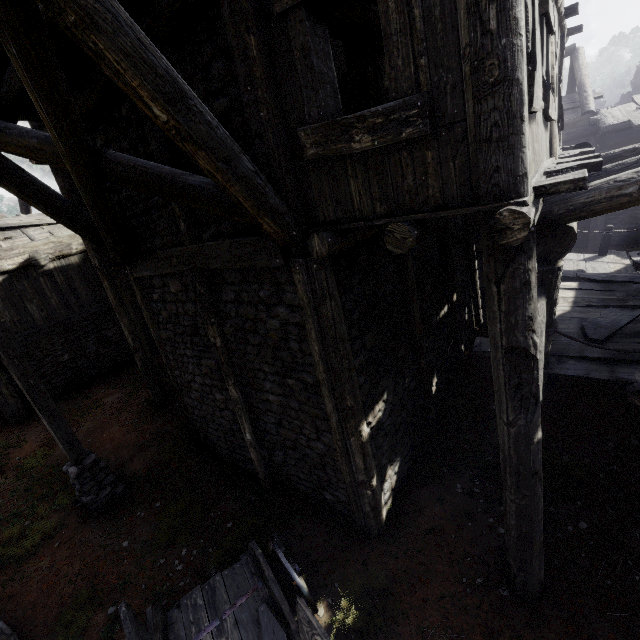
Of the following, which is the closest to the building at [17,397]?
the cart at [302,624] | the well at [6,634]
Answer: the cart at [302,624]

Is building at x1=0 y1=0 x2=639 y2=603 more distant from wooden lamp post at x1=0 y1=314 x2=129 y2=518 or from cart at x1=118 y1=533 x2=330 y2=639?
wooden lamp post at x1=0 y1=314 x2=129 y2=518

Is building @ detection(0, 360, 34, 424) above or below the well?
above

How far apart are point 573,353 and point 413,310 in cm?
269

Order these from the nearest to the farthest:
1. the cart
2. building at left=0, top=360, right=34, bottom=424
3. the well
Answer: the cart → the well → building at left=0, top=360, right=34, bottom=424

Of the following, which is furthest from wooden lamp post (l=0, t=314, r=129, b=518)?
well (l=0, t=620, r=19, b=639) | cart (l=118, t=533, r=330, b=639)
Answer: cart (l=118, t=533, r=330, b=639)

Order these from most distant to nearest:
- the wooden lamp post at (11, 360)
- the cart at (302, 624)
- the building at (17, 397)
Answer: the building at (17, 397)
the wooden lamp post at (11, 360)
the cart at (302, 624)
